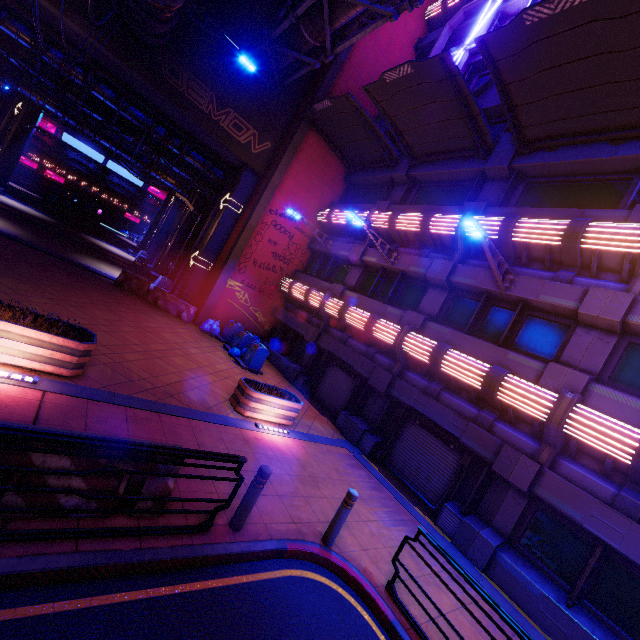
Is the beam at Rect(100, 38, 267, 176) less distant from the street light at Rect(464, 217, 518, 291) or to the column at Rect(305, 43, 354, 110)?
the column at Rect(305, 43, 354, 110)

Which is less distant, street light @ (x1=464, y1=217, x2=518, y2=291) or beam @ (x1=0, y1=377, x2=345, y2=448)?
beam @ (x1=0, y1=377, x2=345, y2=448)

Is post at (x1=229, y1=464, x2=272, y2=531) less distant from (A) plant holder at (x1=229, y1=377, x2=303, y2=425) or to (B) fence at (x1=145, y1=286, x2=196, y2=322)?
(A) plant holder at (x1=229, y1=377, x2=303, y2=425)

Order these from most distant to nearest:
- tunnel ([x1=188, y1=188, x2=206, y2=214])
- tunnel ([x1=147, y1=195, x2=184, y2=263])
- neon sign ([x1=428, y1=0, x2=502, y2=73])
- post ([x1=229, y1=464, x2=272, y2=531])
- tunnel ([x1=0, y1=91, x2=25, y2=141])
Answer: tunnel ([x1=147, y1=195, x2=184, y2=263])
tunnel ([x1=188, y1=188, x2=206, y2=214])
tunnel ([x1=0, y1=91, x2=25, y2=141])
neon sign ([x1=428, y1=0, x2=502, y2=73])
post ([x1=229, y1=464, x2=272, y2=531])

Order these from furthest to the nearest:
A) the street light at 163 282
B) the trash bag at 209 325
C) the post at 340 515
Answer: the street light at 163 282, the trash bag at 209 325, the post at 340 515

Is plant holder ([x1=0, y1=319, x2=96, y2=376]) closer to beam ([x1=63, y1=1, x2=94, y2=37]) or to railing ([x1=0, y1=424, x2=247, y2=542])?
railing ([x1=0, y1=424, x2=247, y2=542])

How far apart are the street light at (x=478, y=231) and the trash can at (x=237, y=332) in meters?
10.8 m

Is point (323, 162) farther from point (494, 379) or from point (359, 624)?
point (359, 624)
